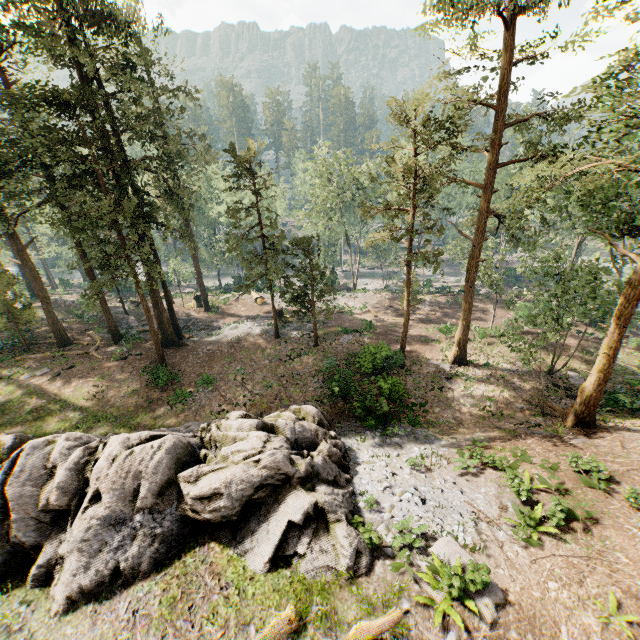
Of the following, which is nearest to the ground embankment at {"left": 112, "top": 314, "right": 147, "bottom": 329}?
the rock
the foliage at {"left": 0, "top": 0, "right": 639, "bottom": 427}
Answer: the foliage at {"left": 0, "top": 0, "right": 639, "bottom": 427}

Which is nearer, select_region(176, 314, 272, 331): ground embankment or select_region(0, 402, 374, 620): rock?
select_region(0, 402, 374, 620): rock

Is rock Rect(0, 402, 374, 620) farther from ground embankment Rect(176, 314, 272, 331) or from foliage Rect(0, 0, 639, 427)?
ground embankment Rect(176, 314, 272, 331)

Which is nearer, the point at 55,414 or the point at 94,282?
the point at 55,414

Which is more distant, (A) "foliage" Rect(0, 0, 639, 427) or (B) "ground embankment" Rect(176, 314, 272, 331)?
(B) "ground embankment" Rect(176, 314, 272, 331)

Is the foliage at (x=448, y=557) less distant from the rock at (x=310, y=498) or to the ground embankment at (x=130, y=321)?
the ground embankment at (x=130, y=321)

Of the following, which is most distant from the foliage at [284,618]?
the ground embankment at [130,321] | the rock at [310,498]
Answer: the rock at [310,498]

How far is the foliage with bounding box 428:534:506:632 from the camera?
8.1 meters
